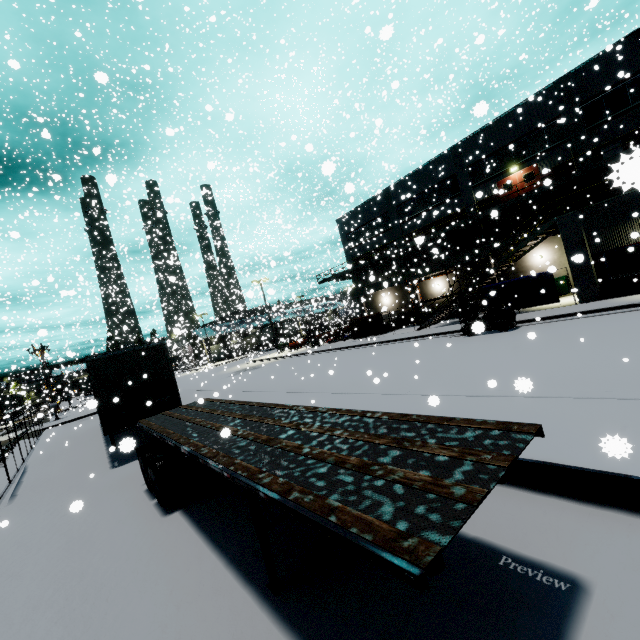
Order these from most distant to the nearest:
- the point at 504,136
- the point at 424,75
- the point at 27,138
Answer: the point at 504,136, the point at 424,75, the point at 27,138

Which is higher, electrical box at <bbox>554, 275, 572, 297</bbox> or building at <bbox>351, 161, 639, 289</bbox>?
building at <bbox>351, 161, 639, 289</bbox>

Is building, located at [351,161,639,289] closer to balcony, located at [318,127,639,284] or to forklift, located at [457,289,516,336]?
balcony, located at [318,127,639,284]

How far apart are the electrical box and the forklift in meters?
10.5

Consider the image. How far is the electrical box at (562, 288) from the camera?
23.6m

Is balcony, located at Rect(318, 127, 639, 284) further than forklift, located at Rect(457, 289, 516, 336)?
No

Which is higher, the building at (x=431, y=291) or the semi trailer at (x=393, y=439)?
the building at (x=431, y=291)

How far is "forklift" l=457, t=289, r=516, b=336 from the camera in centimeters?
1623cm
